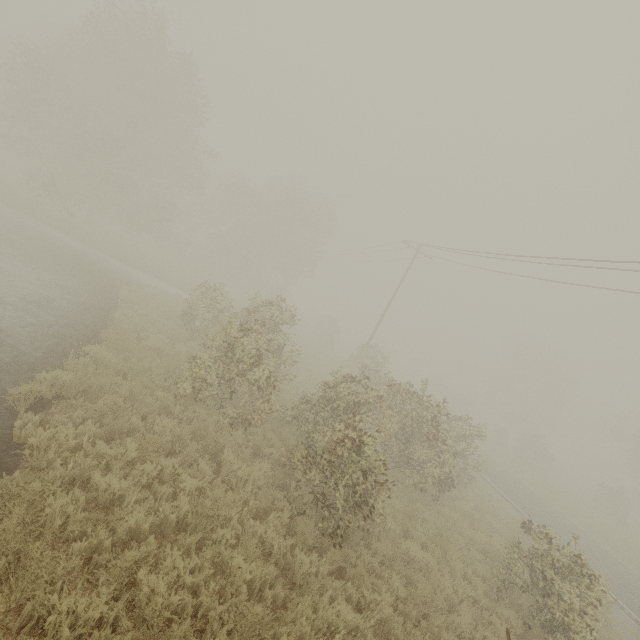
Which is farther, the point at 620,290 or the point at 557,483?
the point at 557,483
